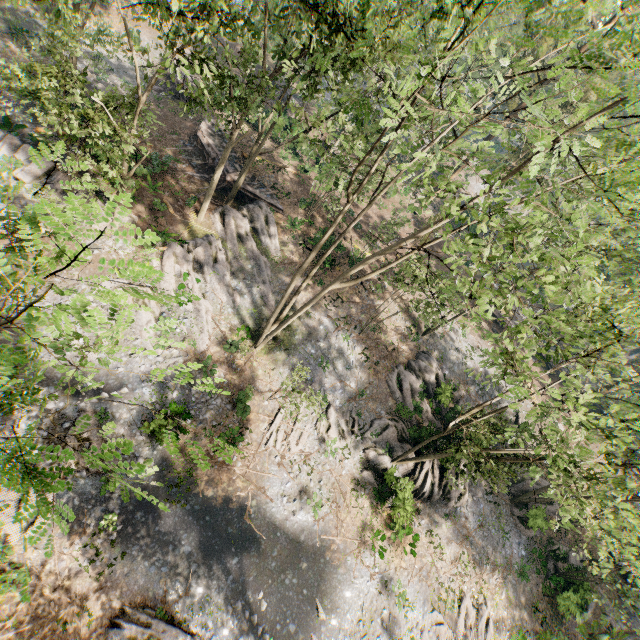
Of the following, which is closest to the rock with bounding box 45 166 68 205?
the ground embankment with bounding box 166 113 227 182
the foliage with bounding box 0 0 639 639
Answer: the foliage with bounding box 0 0 639 639

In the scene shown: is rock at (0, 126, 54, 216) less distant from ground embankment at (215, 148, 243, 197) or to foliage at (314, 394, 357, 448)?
foliage at (314, 394, 357, 448)

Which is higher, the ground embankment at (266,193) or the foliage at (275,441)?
the ground embankment at (266,193)

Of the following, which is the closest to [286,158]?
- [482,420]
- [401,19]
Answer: [401,19]

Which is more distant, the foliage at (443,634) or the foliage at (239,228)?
the foliage at (443,634)

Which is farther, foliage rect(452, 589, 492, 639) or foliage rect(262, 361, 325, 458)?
foliage rect(452, 589, 492, 639)
